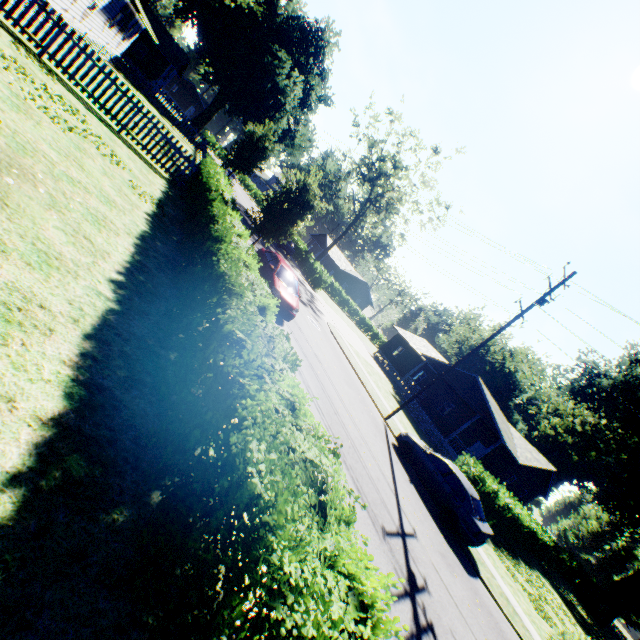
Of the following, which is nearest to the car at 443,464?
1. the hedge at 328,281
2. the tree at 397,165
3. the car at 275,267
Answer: the car at 275,267

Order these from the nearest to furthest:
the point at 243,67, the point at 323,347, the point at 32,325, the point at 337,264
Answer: the point at 32,325, the point at 323,347, the point at 243,67, the point at 337,264

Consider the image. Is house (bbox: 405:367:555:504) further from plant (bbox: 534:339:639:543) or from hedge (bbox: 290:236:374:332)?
plant (bbox: 534:339:639:543)

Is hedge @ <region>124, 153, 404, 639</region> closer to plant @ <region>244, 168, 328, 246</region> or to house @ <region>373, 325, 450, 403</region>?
plant @ <region>244, 168, 328, 246</region>

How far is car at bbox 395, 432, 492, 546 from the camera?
11.74m

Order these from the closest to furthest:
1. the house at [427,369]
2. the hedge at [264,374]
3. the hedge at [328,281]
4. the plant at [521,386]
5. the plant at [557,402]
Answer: the hedge at [264,374]
the house at [427,369]
the hedge at [328,281]
the plant at [557,402]
the plant at [521,386]

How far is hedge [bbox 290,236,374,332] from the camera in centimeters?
3809cm

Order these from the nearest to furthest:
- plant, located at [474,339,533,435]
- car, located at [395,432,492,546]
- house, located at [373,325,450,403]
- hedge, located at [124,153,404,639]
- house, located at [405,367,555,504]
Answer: hedge, located at [124,153,404,639], car, located at [395,432,492,546], house, located at [405,367,555,504], house, located at [373,325,450,403], plant, located at [474,339,533,435]
